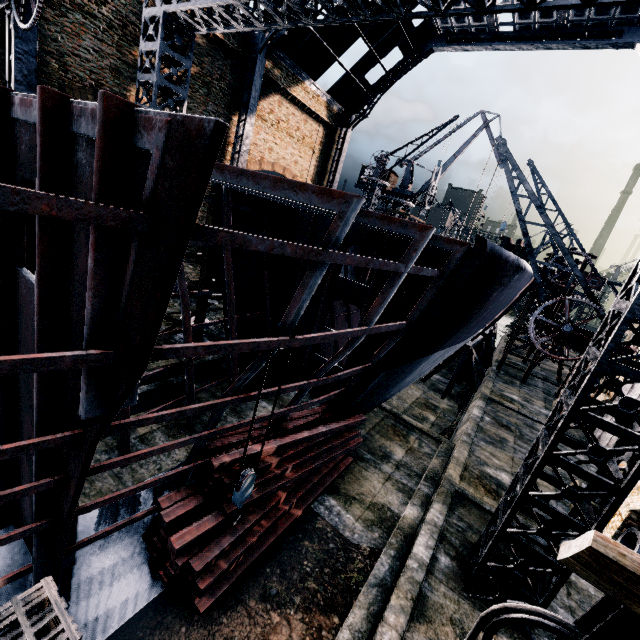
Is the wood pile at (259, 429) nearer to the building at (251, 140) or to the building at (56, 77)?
the building at (56, 77)

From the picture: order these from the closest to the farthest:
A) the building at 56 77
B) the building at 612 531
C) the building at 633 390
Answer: the building at 612 531 → the building at 56 77 → the building at 633 390

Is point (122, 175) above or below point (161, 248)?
above

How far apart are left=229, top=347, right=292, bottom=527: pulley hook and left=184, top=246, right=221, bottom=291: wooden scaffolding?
8.3 meters

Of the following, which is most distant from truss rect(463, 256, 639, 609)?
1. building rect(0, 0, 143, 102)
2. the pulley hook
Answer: the pulley hook

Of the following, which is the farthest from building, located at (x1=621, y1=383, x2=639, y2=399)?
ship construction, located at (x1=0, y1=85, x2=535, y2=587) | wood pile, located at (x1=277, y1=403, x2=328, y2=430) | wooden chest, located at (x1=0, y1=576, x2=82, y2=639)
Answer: wooden chest, located at (x1=0, y1=576, x2=82, y2=639)

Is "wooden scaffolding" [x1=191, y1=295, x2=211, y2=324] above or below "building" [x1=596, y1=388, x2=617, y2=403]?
above

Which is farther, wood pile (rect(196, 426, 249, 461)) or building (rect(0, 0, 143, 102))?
building (rect(0, 0, 143, 102))
